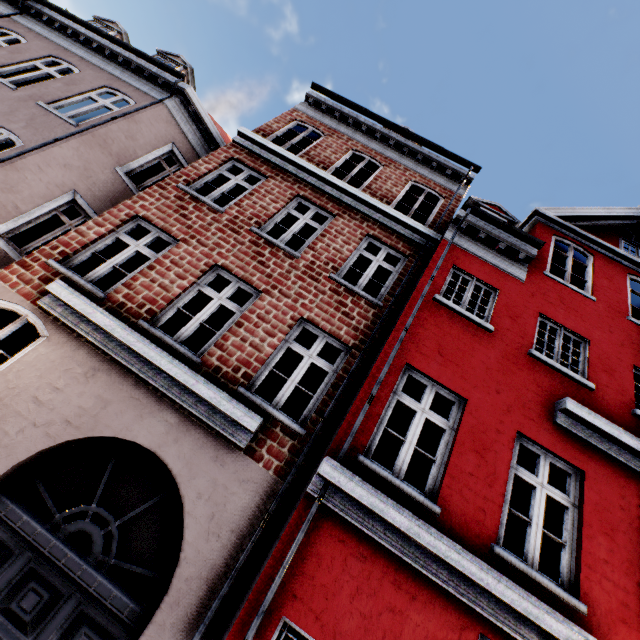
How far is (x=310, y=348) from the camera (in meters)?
13.09
